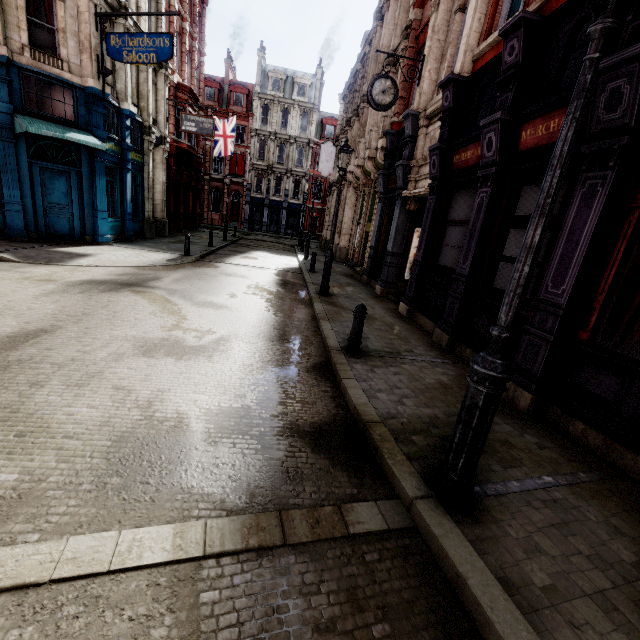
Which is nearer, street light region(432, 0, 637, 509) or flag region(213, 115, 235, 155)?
street light region(432, 0, 637, 509)

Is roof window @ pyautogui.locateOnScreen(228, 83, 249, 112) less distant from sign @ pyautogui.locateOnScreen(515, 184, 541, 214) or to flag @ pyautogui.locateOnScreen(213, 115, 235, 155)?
flag @ pyautogui.locateOnScreen(213, 115, 235, 155)

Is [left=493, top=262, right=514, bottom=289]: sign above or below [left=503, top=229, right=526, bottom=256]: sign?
below

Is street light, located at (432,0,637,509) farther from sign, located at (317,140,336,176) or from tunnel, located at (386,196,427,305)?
sign, located at (317,140,336,176)

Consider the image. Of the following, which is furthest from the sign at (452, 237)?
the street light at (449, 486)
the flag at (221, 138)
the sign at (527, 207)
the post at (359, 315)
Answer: the flag at (221, 138)

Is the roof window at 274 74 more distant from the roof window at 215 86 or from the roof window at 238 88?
the roof window at 215 86

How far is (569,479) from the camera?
3.57m

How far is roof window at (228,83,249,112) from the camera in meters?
39.8 m
